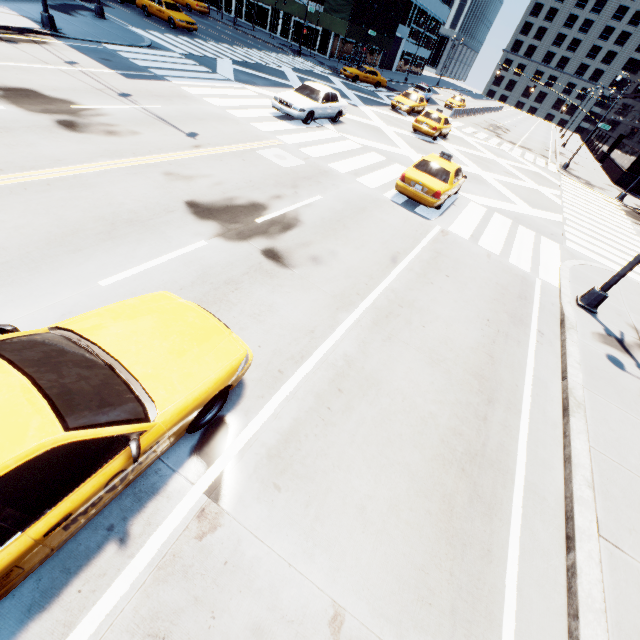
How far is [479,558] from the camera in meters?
4.0 m

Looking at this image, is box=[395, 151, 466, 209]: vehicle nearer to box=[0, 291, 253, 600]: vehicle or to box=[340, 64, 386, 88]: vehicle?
box=[0, 291, 253, 600]: vehicle

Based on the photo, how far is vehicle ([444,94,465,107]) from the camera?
40.0 meters

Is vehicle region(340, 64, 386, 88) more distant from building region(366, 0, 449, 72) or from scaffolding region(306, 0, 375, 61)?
building region(366, 0, 449, 72)

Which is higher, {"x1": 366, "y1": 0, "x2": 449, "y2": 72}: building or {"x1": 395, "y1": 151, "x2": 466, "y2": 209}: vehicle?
{"x1": 366, "y1": 0, "x2": 449, "y2": 72}: building

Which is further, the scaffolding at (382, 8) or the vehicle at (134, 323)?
the scaffolding at (382, 8)

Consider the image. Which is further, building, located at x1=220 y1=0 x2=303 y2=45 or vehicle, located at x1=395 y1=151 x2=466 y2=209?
building, located at x1=220 y1=0 x2=303 y2=45

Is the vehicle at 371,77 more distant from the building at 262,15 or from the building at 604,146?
the building at 604,146
